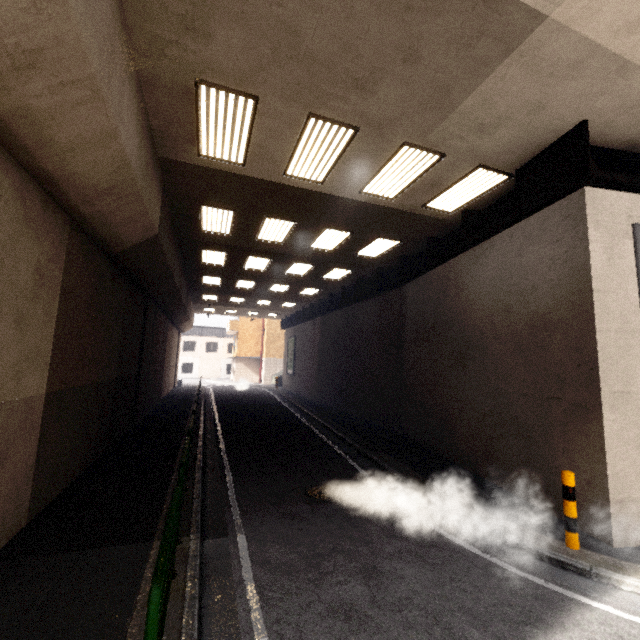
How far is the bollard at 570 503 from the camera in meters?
4.9 m

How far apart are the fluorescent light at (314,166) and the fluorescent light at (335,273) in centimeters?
695cm

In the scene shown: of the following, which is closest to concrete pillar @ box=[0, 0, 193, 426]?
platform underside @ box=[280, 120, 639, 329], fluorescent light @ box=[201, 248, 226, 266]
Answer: fluorescent light @ box=[201, 248, 226, 266]

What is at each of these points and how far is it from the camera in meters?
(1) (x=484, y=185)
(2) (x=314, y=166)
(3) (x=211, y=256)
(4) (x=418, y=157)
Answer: (1) fluorescent light, 7.6 m
(2) fluorescent light, 7.1 m
(3) fluorescent light, 13.6 m
(4) fluorescent light, 6.7 m

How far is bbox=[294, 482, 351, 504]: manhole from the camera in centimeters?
643cm

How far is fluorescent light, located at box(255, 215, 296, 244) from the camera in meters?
9.9 m

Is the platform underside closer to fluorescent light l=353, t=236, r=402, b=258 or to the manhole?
fluorescent light l=353, t=236, r=402, b=258

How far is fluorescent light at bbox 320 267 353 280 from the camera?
14.8 meters
